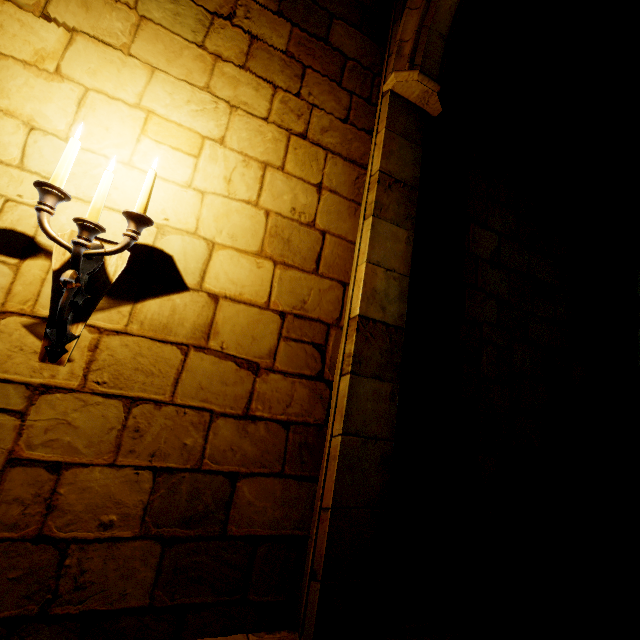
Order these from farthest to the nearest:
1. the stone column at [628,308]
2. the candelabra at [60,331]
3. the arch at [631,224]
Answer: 1. the arch at [631,224]
2. the stone column at [628,308]
3. the candelabra at [60,331]

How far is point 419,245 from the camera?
2.4 meters

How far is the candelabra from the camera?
1.4m

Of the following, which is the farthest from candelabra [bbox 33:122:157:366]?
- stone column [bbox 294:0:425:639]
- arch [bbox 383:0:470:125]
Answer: arch [bbox 383:0:470:125]

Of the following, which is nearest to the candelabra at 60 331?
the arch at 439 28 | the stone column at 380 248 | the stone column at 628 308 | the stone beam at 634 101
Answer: the stone column at 380 248

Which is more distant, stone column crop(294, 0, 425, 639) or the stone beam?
the stone beam

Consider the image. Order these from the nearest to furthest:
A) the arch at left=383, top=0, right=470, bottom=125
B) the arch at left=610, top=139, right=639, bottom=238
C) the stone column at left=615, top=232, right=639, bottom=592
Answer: the arch at left=383, top=0, right=470, bottom=125, the stone column at left=615, top=232, right=639, bottom=592, the arch at left=610, top=139, right=639, bottom=238

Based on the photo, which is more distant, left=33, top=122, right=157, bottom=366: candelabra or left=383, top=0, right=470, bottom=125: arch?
left=383, top=0, right=470, bottom=125: arch
